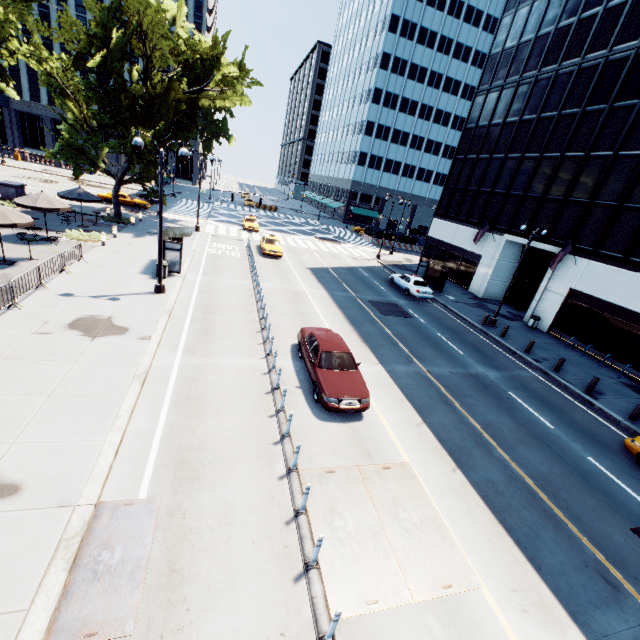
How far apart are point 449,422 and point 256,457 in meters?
7.4

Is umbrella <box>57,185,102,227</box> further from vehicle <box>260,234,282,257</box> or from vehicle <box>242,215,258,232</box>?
vehicle <box>242,215,258,232</box>

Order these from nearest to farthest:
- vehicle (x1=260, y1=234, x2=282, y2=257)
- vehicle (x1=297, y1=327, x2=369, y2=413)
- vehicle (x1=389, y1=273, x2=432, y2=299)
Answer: vehicle (x1=297, y1=327, x2=369, y2=413) < vehicle (x1=389, y1=273, x2=432, y2=299) < vehicle (x1=260, y1=234, x2=282, y2=257)

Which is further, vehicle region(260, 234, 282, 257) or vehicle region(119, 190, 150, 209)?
vehicle region(119, 190, 150, 209)

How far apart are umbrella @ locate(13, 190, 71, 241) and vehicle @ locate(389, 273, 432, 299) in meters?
24.8 m

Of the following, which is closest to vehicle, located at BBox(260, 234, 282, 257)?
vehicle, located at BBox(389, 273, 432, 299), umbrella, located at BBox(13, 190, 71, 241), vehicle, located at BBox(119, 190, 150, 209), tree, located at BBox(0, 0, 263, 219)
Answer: tree, located at BBox(0, 0, 263, 219)

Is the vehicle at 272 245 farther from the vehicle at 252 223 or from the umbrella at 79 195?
the umbrella at 79 195

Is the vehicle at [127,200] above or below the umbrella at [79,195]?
below
